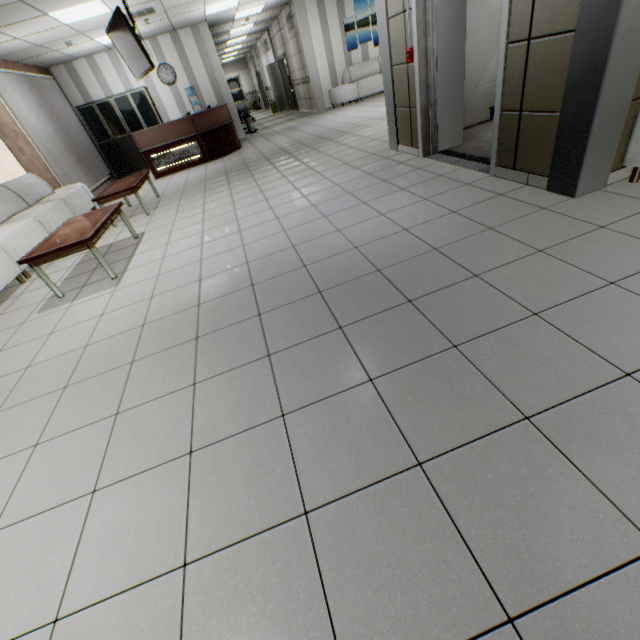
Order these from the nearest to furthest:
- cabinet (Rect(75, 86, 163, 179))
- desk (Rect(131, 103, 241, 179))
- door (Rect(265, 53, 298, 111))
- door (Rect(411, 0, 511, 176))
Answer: door (Rect(411, 0, 511, 176)), desk (Rect(131, 103, 241, 179)), cabinet (Rect(75, 86, 163, 179)), door (Rect(265, 53, 298, 111))

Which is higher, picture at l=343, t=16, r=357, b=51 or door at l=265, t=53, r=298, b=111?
picture at l=343, t=16, r=357, b=51

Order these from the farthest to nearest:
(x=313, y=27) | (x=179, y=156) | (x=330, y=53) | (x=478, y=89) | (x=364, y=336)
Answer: (x=330, y=53) → (x=313, y=27) → (x=179, y=156) → (x=478, y=89) → (x=364, y=336)

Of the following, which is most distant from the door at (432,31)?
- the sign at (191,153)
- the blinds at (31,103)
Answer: the blinds at (31,103)

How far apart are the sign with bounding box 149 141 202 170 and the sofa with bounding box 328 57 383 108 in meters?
5.8 m

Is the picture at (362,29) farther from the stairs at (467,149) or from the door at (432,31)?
the door at (432,31)

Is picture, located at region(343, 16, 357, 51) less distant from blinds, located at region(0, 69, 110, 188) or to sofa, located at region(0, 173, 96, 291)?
blinds, located at region(0, 69, 110, 188)

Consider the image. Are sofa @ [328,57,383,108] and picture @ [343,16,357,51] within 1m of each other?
yes
